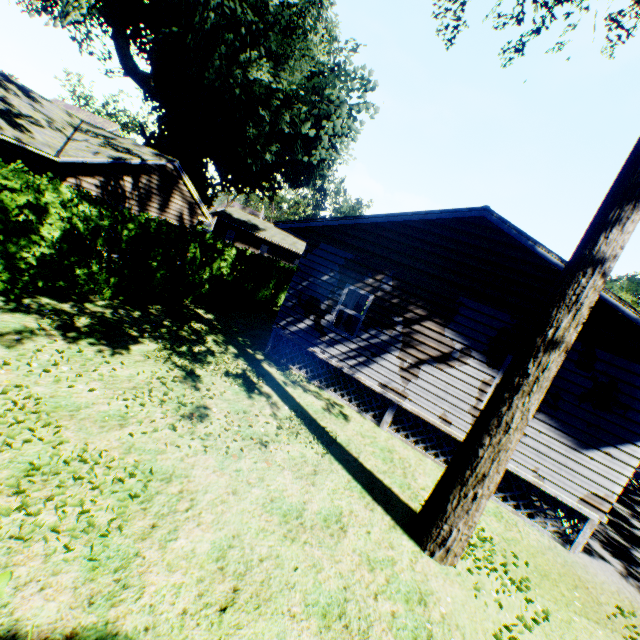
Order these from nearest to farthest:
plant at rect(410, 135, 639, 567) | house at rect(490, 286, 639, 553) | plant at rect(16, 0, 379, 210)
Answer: plant at rect(410, 135, 639, 567)
house at rect(490, 286, 639, 553)
plant at rect(16, 0, 379, 210)

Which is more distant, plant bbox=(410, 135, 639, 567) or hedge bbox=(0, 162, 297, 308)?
hedge bbox=(0, 162, 297, 308)

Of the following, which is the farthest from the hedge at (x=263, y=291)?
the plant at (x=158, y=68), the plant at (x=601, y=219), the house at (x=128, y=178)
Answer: the house at (x=128, y=178)

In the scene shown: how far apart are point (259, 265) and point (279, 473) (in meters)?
12.85

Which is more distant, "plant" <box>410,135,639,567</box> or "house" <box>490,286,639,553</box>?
"house" <box>490,286,639,553</box>

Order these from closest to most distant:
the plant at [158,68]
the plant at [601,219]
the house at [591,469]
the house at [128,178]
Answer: the plant at [601,219] → the house at [591,469] → the house at [128,178] → the plant at [158,68]

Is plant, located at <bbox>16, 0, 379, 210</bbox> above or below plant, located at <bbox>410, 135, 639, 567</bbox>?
above

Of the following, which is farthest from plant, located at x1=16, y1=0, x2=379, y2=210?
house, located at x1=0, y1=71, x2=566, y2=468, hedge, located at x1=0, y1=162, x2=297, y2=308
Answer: house, located at x1=0, y1=71, x2=566, y2=468
